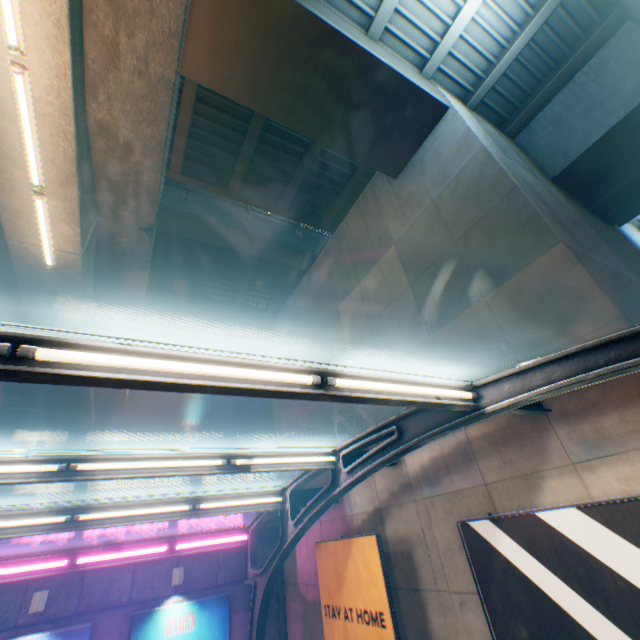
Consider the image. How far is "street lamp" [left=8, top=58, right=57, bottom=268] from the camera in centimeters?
516cm

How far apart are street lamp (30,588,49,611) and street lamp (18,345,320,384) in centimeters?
1013cm

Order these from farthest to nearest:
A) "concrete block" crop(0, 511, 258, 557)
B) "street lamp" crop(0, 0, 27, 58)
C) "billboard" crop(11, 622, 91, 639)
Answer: "concrete block" crop(0, 511, 258, 557), "billboard" crop(11, 622, 91, 639), "street lamp" crop(0, 0, 27, 58)

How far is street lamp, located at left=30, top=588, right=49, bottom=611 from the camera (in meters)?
7.84

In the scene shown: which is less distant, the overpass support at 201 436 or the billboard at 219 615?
the billboard at 219 615

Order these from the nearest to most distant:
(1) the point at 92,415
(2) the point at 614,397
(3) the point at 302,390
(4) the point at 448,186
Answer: (3) the point at 302,390, (2) the point at 614,397, (4) the point at 448,186, (1) the point at 92,415

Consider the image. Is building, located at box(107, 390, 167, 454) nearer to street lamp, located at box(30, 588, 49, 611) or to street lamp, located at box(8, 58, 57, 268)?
street lamp, located at box(30, 588, 49, 611)

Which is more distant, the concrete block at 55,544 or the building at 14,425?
the building at 14,425
